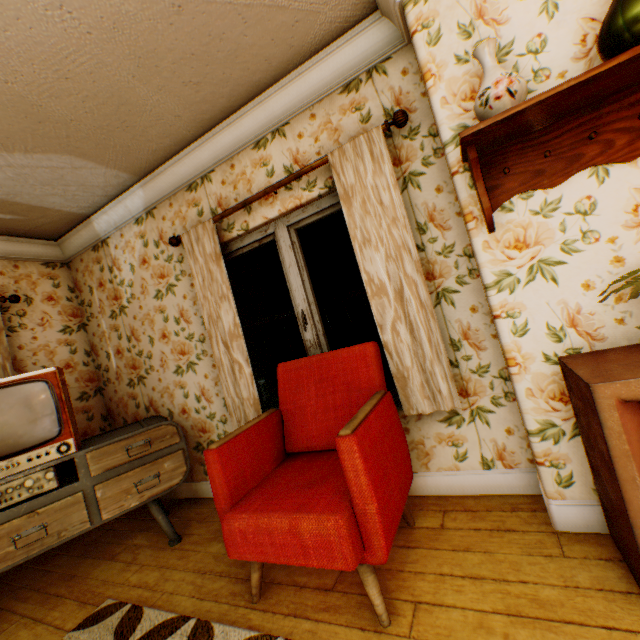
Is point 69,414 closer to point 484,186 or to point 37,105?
point 37,105

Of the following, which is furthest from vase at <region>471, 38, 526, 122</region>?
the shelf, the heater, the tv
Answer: the tv

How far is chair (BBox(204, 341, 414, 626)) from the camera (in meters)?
1.42

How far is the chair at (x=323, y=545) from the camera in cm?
142

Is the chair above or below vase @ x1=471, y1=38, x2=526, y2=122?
below

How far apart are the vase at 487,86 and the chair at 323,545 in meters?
1.4 m

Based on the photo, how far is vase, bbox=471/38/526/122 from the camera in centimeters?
139cm

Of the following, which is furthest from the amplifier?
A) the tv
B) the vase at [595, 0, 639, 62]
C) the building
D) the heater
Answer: the vase at [595, 0, 639, 62]
